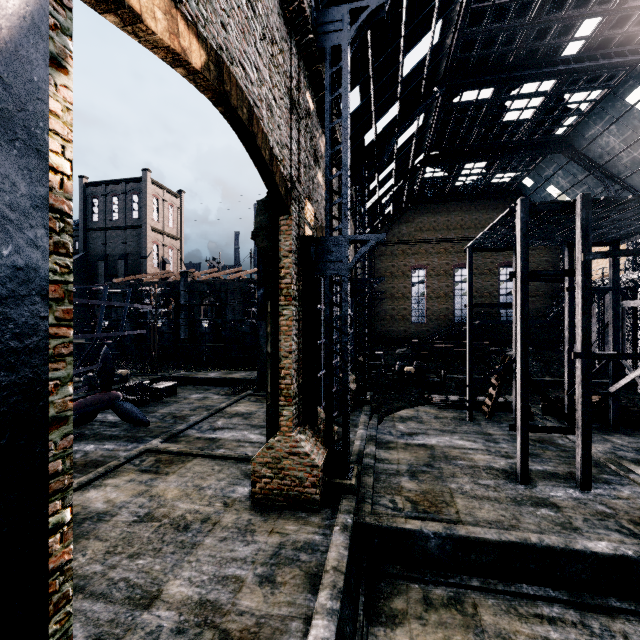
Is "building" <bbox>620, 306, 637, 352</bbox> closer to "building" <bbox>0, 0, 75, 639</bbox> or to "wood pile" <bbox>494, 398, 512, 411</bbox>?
"wood pile" <bbox>494, 398, 512, 411</bbox>

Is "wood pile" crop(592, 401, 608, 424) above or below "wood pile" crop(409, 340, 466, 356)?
below

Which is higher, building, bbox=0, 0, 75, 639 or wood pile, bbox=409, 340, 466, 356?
building, bbox=0, 0, 75, 639

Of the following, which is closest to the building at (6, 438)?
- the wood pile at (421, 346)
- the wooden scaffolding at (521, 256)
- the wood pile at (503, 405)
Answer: the wooden scaffolding at (521, 256)

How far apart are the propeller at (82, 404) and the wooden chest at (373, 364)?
20.6m

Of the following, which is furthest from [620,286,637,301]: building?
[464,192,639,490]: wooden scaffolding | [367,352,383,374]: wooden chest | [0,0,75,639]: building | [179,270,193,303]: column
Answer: [0,0,75,639]: building

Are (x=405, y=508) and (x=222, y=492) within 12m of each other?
yes

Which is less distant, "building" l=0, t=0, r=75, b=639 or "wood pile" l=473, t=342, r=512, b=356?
"building" l=0, t=0, r=75, b=639
